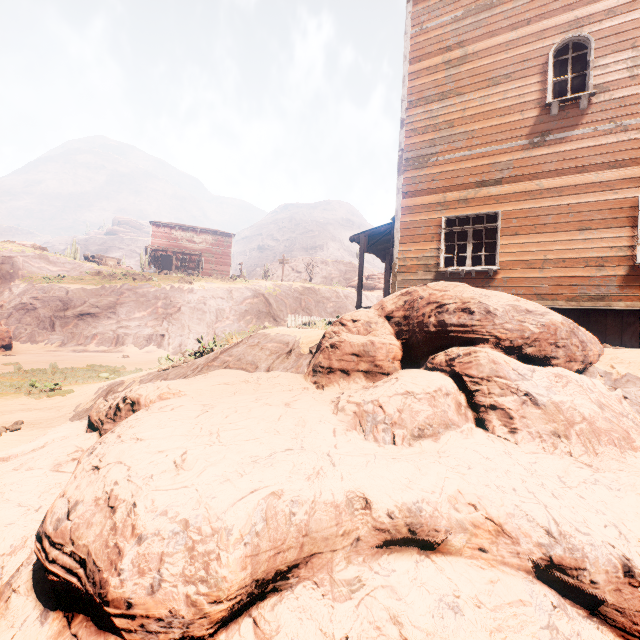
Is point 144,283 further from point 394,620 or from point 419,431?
point 394,620

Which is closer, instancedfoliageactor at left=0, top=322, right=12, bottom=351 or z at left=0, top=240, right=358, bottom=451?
z at left=0, top=240, right=358, bottom=451

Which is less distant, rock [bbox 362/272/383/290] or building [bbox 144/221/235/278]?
building [bbox 144/221/235/278]

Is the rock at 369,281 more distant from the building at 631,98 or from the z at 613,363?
the building at 631,98

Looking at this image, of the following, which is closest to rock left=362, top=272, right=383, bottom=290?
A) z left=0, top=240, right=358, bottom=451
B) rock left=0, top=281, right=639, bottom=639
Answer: z left=0, top=240, right=358, bottom=451

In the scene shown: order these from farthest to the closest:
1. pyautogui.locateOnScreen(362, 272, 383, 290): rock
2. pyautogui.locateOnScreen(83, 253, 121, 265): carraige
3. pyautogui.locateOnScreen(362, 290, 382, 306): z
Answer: pyautogui.locateOnScreen(362, 272, 383, 290): rock
pyautogui.locateOnScreen(83, 253, 121, 265): carraige
pyautogui.locateOnScreen(362, 290, 382, 306): z

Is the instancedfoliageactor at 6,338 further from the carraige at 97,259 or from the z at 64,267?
the carraige at 97,259

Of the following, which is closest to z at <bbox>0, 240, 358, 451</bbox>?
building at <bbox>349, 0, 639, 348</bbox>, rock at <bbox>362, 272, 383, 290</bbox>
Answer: building at <bbox>349, 0, 639, 348</bbox>
